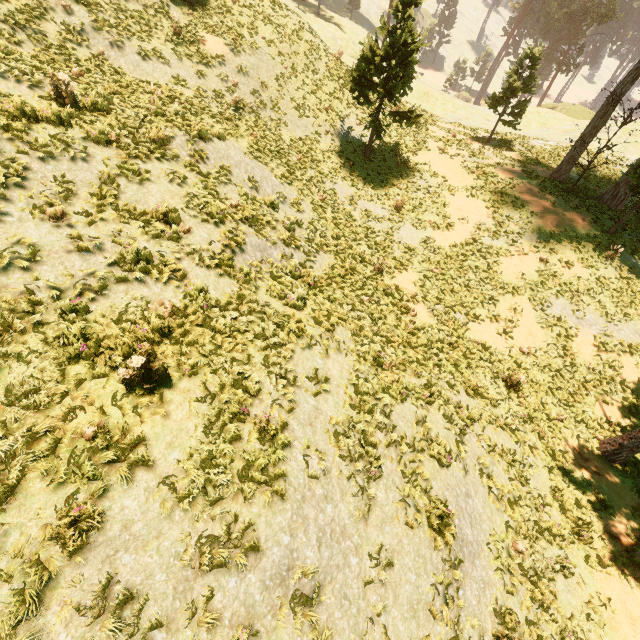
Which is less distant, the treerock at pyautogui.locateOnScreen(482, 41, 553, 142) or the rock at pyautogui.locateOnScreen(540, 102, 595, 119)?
the treerock at pyautogui.locateOnScreen(482, 41, 553, 142)

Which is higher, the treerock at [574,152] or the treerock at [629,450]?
the treerock at [574,152]

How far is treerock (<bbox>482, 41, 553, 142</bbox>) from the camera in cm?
2203

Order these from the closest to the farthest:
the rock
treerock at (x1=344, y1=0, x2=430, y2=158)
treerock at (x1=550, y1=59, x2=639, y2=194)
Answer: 1. treerock at (x1=344, y1=0, x2=430, y2=158)
2. treerock at (x1=550, y1=59, x2=639, y2=194)
3. the rock

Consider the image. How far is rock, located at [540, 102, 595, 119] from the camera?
43.62m

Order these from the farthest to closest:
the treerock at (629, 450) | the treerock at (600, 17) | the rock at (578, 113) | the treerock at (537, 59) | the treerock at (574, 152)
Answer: the treerock at (600, 17) → the rock at (578, 113) → the treerock at (537, 59) → the treerock at (574, 152) → the treerock at (629, 450)

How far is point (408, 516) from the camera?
6.7m

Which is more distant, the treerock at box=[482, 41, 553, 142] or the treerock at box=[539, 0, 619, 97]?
the treerock at box=[539, 0, 619, 97]
